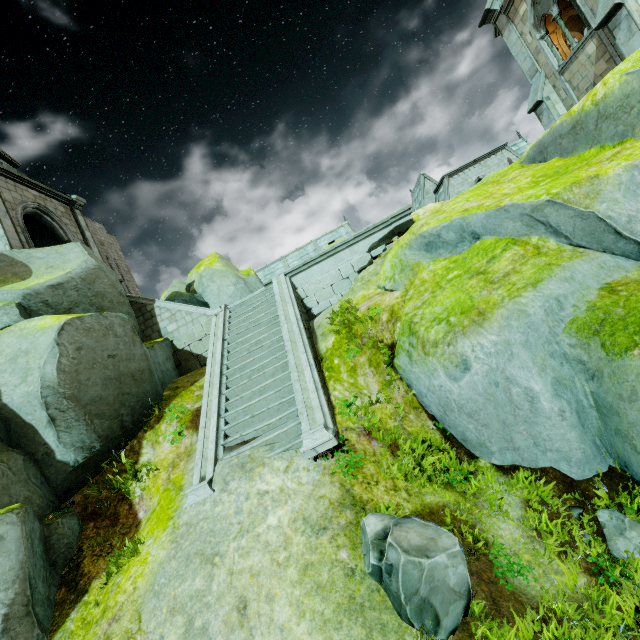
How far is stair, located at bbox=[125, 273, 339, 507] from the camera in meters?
6.6

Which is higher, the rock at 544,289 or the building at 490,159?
the building at 490,159

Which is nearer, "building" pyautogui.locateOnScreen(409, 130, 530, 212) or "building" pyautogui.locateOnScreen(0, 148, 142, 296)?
"building" pyautogui.locateOnScreen(0, 148, 142, 296)

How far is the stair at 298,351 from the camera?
6.6m

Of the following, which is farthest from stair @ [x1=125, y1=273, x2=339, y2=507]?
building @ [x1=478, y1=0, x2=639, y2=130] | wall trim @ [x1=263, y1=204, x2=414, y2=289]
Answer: building @ [x1=478, y1=0, x2=639, y2=130]

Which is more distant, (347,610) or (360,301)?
(360,301)

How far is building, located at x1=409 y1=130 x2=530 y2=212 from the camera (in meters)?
29.78

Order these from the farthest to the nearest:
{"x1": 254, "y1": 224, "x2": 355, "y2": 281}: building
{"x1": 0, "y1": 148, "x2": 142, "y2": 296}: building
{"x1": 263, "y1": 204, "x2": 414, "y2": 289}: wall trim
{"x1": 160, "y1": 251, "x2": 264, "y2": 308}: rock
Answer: {"x1": 254, "y1": 224, "x2": 355, "y2": 281}: building
{"x1": 160, "y1": 251, "x2": 264, "y2": 308}: rock
{"x1": 0, "y1": 148, "x2": 142, "y2": 296}: building
{"x1": 263, "y1": 204, "x2": 414, "y2": 289}: wall trim
